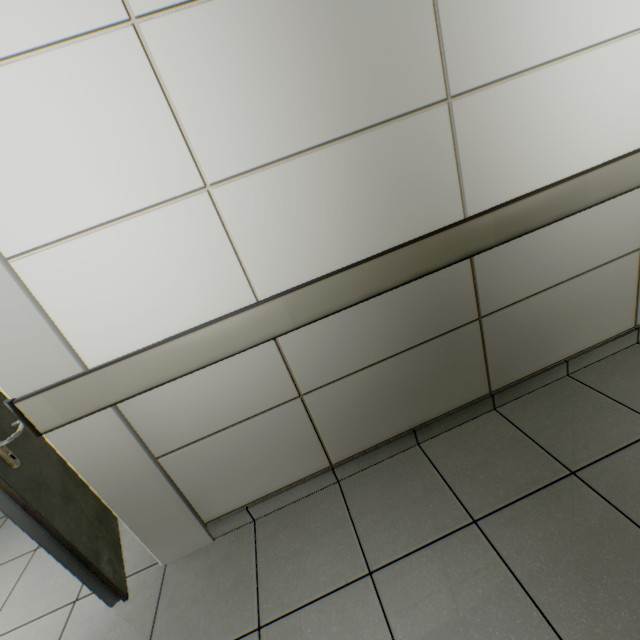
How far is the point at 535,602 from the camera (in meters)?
1.11
